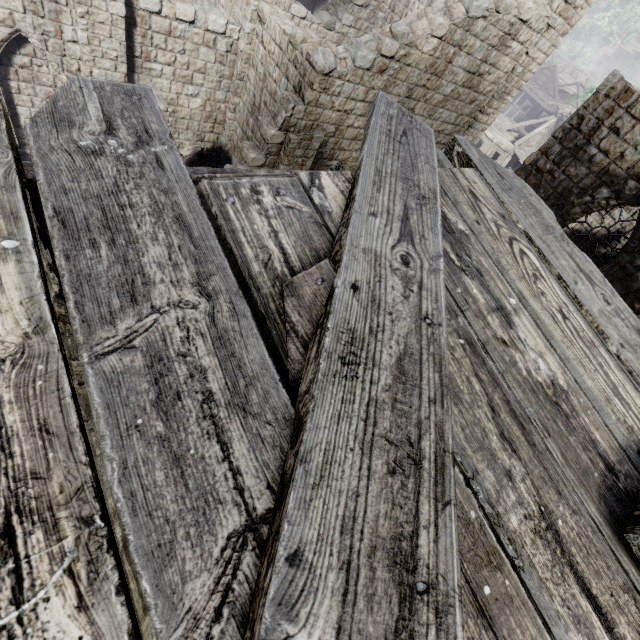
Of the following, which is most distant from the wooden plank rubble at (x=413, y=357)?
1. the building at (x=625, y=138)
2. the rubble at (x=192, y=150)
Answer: the rubble at (x=192, y=150)

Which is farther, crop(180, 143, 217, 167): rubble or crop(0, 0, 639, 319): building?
crop(180, 143, 217, 167): rubble

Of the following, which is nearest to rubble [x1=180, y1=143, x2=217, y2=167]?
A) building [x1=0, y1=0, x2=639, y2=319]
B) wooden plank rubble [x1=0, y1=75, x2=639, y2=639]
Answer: building [x1=0, y1=0, x2=639, y2=319]

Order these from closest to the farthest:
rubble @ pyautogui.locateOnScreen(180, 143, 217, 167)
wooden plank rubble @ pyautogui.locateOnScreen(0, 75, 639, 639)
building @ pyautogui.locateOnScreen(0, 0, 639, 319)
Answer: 1. wooden plank rubble @ pyautogui.locateOnScreen(0, 75, 639, 639)
2. building @ pyautogui.locateOnScreen(0, 0, 639, 319)
3. rubble @ pyautogui.locateOnScreen(180, 143, 217, 167)

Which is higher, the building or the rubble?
the building

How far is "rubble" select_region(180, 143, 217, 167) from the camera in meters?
15.1 m

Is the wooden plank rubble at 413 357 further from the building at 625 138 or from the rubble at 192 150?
the rubble at 192 150

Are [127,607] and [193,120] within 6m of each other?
no
